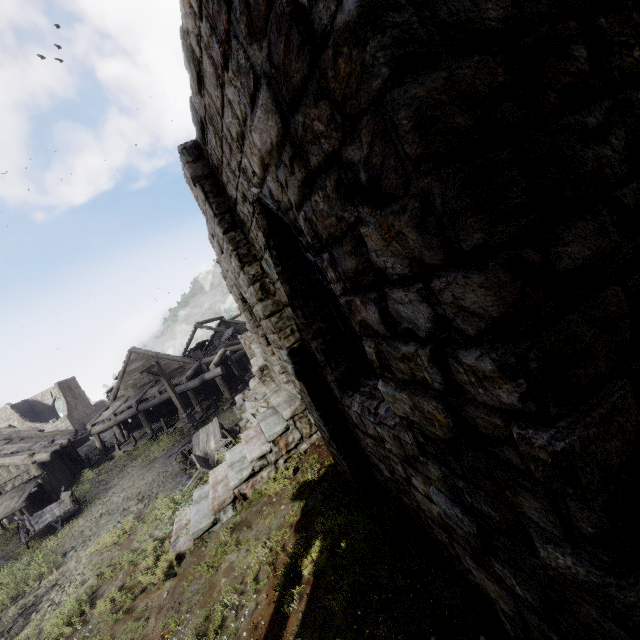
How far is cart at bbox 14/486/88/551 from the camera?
14.0 meters

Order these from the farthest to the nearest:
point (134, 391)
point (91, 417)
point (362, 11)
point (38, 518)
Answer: point (91, 417) → point (134, 391) → point (38, 518) → point (362, 11)

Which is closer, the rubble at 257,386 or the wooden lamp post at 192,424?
the rubble at 257,386

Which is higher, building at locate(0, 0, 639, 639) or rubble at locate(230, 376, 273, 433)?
building at locate(0, 0, 639, 639)

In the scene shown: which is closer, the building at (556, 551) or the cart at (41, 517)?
the building at (556, 551)

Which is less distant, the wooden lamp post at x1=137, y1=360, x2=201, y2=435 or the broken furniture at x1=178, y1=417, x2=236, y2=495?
the broken furniture at x1=178, y1=417, x2=236, y2=495

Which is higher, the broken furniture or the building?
the building

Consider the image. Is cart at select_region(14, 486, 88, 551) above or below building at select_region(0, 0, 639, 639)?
below
